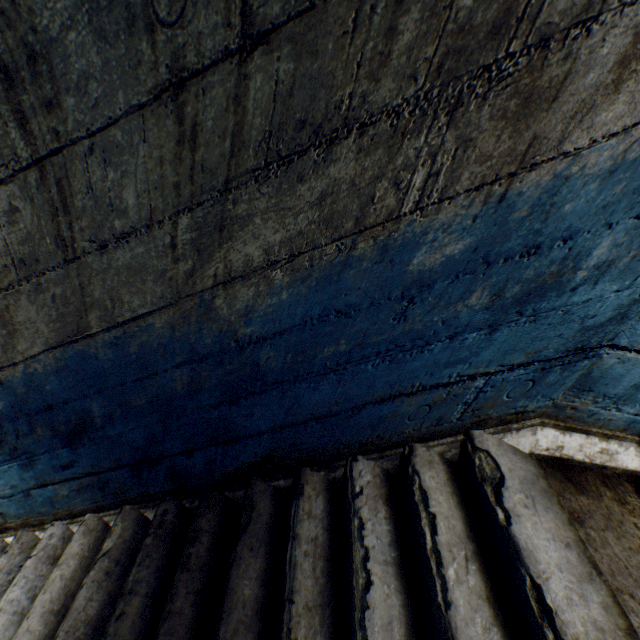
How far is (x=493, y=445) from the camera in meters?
1.5
